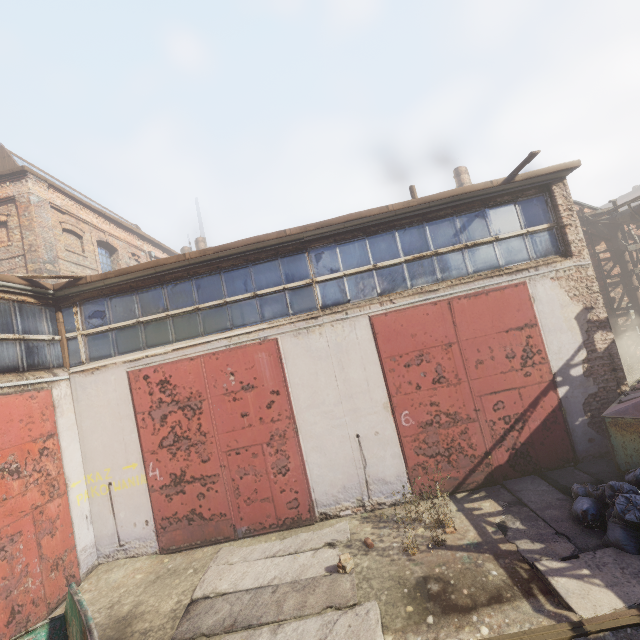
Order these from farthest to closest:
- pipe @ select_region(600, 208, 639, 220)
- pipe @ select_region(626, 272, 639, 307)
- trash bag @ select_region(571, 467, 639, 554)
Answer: pipe @ select_region(626, 272, 639, 307)
pipe @ select_region(600, 208, 639, 220)
trash bag @ select_region(571, 467, 639, 554)

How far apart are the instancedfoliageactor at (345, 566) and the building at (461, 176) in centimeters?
1883cm

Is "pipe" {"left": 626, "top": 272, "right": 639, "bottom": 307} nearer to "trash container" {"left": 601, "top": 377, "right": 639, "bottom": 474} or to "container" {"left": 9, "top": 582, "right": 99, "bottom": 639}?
"trash container" {"left": 601, "top": 377, "right": 639, "bottom": 474}

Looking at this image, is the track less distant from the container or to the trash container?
the container

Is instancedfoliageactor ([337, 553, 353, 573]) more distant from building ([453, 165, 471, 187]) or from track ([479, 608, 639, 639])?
building ([453, 165, 471, 187])

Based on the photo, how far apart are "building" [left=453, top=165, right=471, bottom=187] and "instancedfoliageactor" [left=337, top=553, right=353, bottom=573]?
18.83m

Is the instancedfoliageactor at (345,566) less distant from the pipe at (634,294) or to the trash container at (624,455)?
the trash container at (624,455)

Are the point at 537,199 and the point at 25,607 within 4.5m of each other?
no
